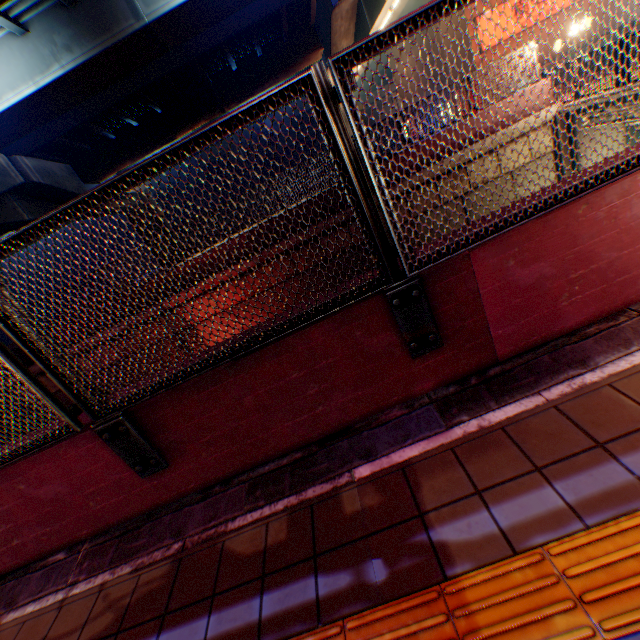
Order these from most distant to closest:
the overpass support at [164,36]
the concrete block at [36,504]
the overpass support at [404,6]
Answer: the overpass support at [404,6] < the overpass support at [164,36] < the concrete block at [36,504]

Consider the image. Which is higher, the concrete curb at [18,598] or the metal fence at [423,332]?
the metal fence at [423,332]

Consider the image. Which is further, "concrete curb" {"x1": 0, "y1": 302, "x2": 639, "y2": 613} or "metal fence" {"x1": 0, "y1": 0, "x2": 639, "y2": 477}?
"concrete curb" {"x1": 0, "y1": 302, "x2": 639, "y2": 613}

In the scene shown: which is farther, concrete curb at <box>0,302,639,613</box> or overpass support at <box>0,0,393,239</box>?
overpass support at <box>0,0,393,239</box>

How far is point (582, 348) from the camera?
2.27m

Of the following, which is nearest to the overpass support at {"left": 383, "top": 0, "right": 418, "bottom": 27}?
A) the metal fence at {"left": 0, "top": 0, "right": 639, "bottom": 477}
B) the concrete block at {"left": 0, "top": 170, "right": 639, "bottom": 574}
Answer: the metal fence at {"left": 0, "top": 0, "right": 639, "bottom": 477}

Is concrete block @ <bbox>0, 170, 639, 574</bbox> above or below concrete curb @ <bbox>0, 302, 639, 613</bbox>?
above
